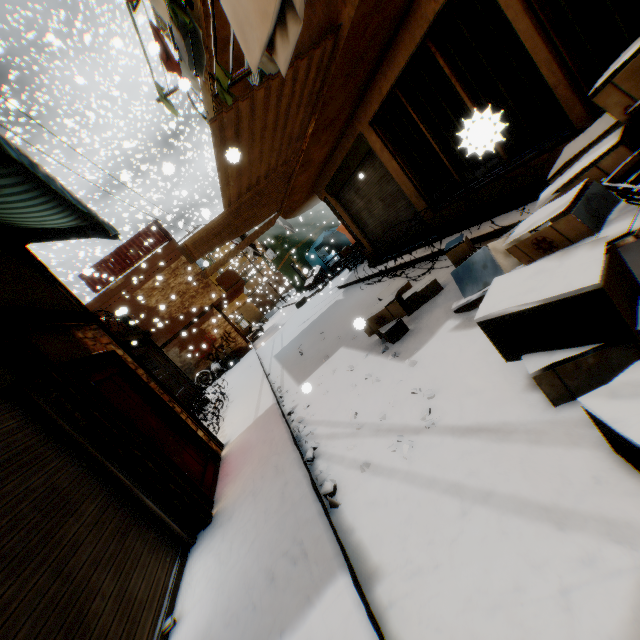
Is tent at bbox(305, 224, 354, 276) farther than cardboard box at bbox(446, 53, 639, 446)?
Yes

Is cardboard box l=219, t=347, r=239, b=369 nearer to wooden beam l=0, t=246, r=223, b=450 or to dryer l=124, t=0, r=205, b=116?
wooden beam l=0, t=246, r=223, b=450

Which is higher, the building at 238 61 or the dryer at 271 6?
the building at 238 61

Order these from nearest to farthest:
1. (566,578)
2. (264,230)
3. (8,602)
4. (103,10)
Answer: (566,578)
(8,602)
(264,230)
(103,10)

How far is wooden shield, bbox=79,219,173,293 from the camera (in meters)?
16.30

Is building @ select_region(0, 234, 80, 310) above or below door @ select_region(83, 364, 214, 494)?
above

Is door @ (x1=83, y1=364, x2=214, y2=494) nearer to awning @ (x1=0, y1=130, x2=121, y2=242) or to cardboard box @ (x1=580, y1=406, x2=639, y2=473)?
cardboard box @ (x1=580, y1=406, x2=639, y2=473)

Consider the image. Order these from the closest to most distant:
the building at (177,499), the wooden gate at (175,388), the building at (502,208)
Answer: the building at (177,499)
the building at (502,208)
the wooden gate at (175,388)
